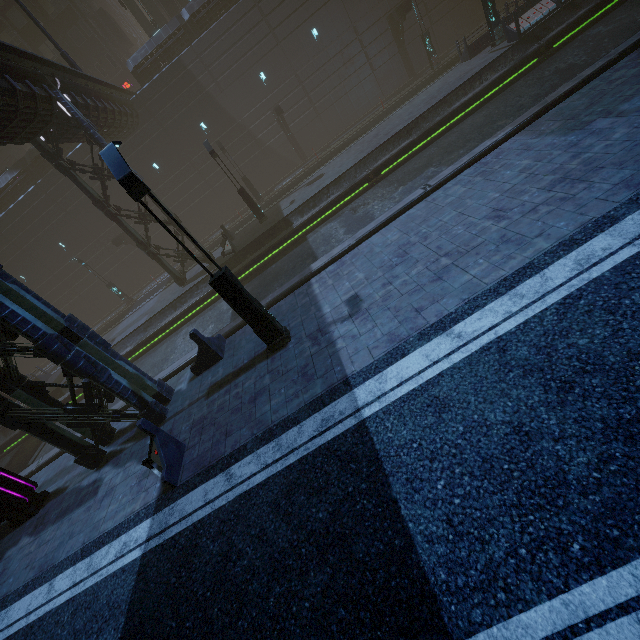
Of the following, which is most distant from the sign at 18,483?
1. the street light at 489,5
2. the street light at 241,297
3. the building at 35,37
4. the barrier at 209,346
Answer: the street light at 489,5

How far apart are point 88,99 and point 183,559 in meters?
24.7

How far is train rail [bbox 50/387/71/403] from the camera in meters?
20.2

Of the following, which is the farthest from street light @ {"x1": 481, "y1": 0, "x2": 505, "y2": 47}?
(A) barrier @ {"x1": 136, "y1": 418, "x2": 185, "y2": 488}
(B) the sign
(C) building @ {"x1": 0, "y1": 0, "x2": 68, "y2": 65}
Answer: (B) the sign

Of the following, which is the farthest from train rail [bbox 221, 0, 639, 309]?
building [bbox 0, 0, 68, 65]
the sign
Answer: the sign

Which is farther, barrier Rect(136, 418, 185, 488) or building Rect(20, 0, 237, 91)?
building Rect(20, 0, 237, 91)

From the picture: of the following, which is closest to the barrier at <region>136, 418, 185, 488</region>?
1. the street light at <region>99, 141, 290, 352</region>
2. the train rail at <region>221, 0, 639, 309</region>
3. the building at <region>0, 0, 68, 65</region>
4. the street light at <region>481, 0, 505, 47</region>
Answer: the building at <region>0, 0, 68, 65</region>

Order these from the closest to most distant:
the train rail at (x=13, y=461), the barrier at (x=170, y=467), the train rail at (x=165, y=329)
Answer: the barrier at (x=170, y=467) → the train rail at (x=165, y=329) → the train rail at (x=13, y=461)
